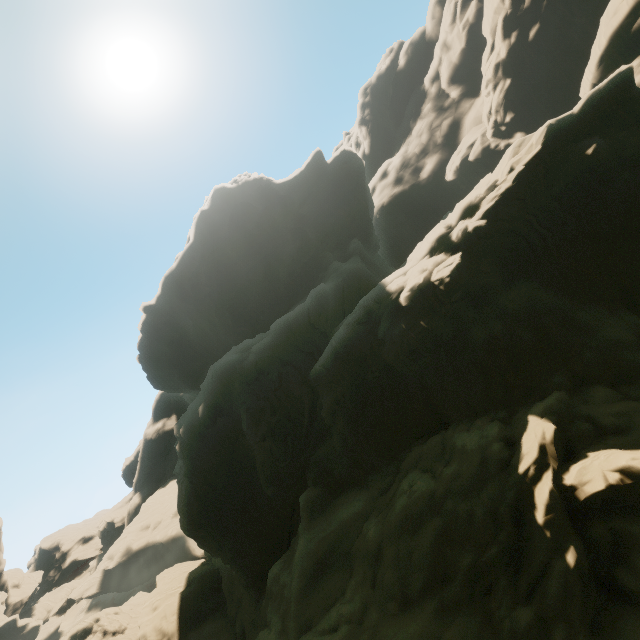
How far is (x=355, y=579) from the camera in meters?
16.5 m
